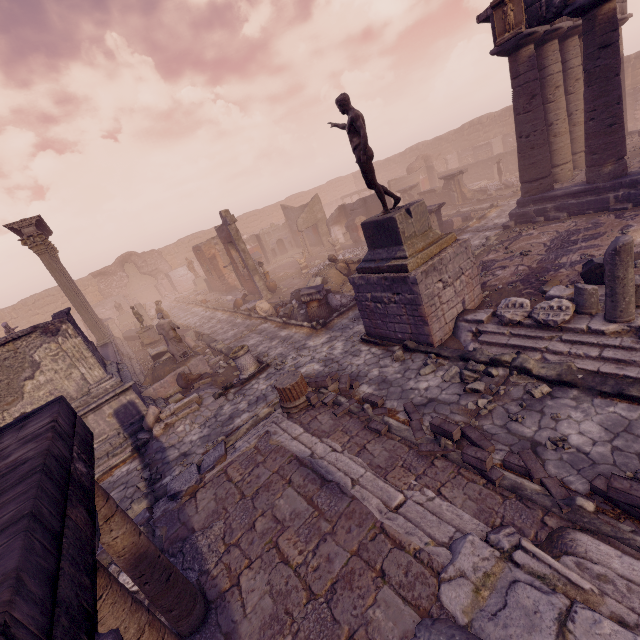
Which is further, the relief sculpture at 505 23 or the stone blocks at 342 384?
the relief sculpture at 505 23

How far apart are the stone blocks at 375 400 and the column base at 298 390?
1.2 meters

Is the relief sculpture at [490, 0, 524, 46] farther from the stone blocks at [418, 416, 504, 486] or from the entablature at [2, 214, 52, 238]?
the entablature at [2, 214, 52, 238]

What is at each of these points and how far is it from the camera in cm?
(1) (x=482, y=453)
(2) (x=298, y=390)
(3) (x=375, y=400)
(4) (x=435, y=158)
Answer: (1) stone blocks, 453
(2) column base, 731
(3) stone blocks, 675
(4) wall arch, 3316

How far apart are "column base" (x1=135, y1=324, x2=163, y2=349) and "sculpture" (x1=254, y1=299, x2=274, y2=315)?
6.35m

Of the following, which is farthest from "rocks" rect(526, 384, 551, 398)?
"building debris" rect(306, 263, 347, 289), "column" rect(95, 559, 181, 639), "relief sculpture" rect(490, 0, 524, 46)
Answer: "relief sculpture" rect(490, 0, 524, 46)

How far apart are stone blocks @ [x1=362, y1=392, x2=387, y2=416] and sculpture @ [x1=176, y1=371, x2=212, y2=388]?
6.47m

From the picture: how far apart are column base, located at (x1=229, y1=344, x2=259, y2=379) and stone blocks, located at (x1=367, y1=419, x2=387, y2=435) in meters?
5.2 m
